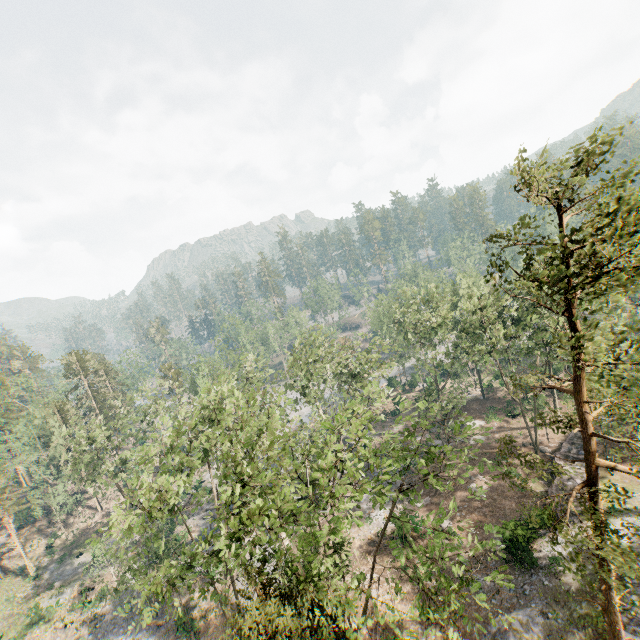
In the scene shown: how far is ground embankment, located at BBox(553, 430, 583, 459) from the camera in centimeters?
3070cm

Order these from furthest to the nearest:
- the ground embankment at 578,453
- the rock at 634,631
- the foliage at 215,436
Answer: the ground embankment at 578,453 < the rock at 634,631 < the foliage at 215,436

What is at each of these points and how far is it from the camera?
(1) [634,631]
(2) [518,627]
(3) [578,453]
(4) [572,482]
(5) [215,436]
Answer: (1) rock, 16.8m
(2) rock, 19.2m
(3) ground embankment, 31.0m
(4) ground embankment, 28.2m
(5) foliage, 18.4m

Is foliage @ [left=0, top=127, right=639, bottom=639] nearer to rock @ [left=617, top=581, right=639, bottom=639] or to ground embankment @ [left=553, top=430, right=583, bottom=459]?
rock @ [left=617, top=581, right=639, bottom=639]

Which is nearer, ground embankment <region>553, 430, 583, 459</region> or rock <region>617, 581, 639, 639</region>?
rock <region>617, 581, 639, 639</region>

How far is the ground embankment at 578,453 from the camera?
30.7m
